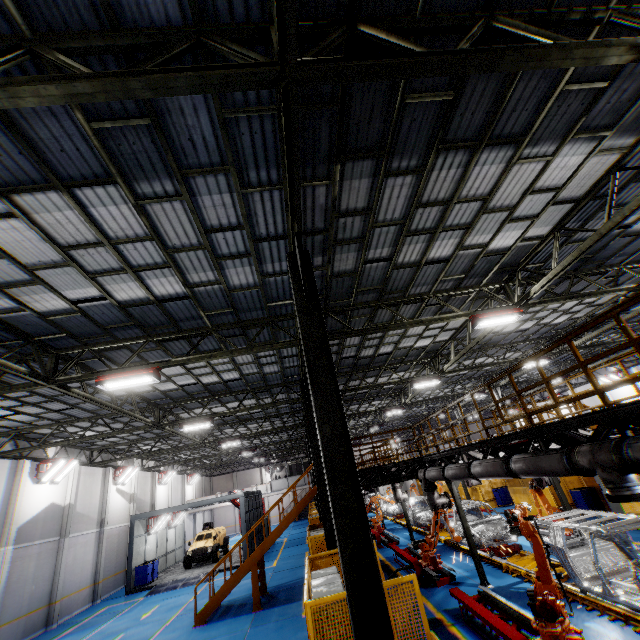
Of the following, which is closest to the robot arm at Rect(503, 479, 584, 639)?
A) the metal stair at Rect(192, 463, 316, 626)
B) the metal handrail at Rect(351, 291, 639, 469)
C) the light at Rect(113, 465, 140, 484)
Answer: the metal handrail at Rect(351, 291, 639, 469)

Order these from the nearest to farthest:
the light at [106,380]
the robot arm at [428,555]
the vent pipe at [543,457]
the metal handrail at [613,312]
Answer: the metal handrail at [613,312]
the vent pipe at [543,457]
the light at [106,380]
the robot arm at [428,555]

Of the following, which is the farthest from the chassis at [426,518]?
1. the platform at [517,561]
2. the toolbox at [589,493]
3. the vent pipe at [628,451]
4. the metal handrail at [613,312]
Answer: the toolbox at [589,493]

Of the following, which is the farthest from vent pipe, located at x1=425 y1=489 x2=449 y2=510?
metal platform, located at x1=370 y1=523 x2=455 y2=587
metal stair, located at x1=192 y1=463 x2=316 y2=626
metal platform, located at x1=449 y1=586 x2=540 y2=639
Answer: metal stair, located at x1=192 y1=463 x2=316 y2=626

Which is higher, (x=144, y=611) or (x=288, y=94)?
(x=288, y=94)

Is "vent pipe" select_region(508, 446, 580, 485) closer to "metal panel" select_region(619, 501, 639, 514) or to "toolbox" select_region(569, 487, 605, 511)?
"metal panel" select_region(619, 501, 639, 514)

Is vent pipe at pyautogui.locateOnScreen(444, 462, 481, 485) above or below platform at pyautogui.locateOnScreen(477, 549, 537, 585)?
above

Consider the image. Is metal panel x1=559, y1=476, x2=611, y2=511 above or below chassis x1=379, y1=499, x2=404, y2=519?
above
